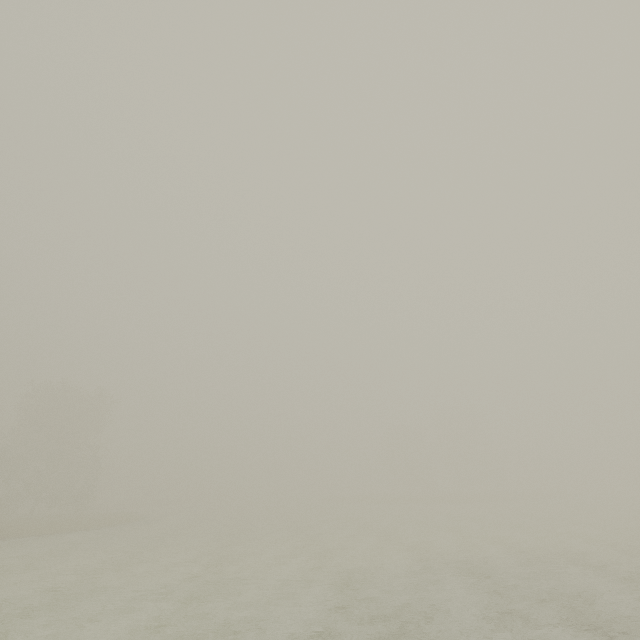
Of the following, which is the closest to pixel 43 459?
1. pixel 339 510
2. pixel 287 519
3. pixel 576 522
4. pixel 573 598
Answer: pixel 287 519
